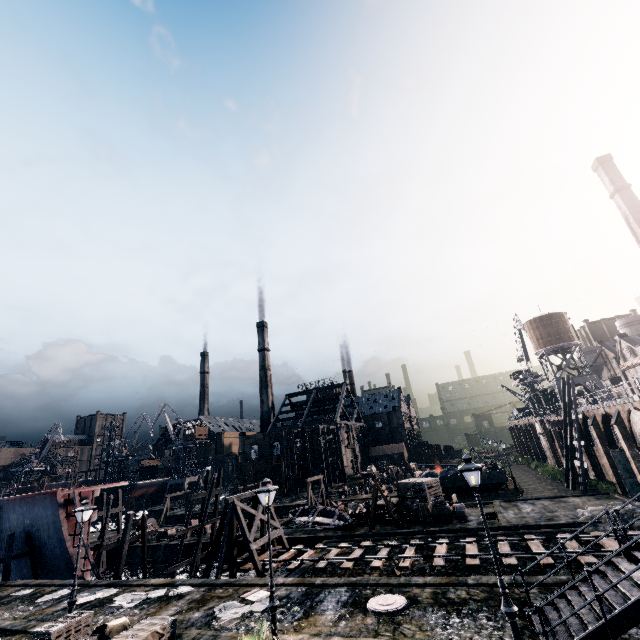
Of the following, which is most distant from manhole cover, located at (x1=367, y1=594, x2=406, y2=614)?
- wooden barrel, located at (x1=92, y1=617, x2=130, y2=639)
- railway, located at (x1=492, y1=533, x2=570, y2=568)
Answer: wooden barrel, located at (x1=92, y1=617, x2=130, y2=639)

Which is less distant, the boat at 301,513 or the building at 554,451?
the boat at 301,513

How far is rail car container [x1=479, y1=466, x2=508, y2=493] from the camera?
38.31m

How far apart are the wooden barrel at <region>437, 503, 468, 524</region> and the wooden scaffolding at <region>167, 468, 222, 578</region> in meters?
22.2

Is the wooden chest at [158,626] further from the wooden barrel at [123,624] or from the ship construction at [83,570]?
the ship construction at [83,570]

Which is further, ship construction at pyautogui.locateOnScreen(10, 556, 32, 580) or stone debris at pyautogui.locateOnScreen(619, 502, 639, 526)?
ship construction at pyautogui.locateOnScreen(10, 556, 32, 580)

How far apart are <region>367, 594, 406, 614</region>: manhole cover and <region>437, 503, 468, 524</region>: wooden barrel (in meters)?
15.73

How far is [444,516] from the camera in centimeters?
2844cm
